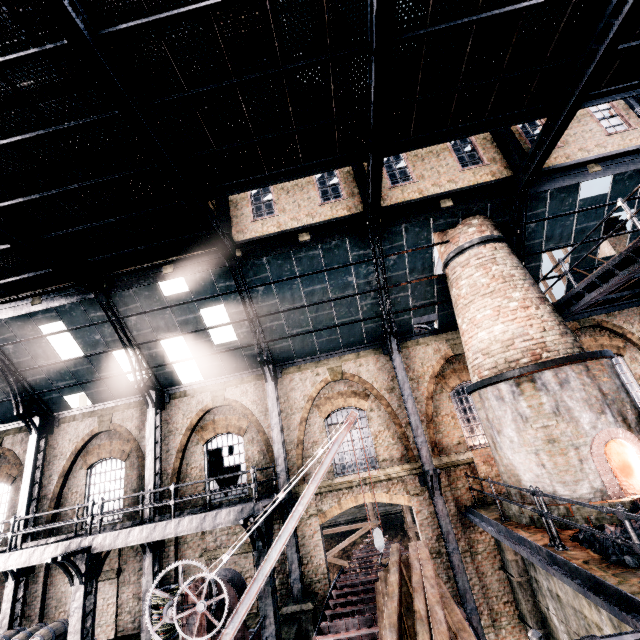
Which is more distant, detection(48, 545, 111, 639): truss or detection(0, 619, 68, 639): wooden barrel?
detection(0, 619, 68, 639): wooden barrel

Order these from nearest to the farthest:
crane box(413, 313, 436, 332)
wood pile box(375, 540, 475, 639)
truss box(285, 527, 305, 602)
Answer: wood pile box(375, 540, 475, 639)
truss box(285, 527, 305, 602)
crane box(413, 313, 436, 332)

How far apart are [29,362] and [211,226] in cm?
1203

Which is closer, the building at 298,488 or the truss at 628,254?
the truss at 628,254

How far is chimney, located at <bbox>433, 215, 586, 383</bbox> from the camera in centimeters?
1072cm

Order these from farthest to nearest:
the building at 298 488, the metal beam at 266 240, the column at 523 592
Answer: the building at 298 488, the metal beam at 266 240, the column at 523 592

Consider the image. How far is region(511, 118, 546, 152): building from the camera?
13.4m
